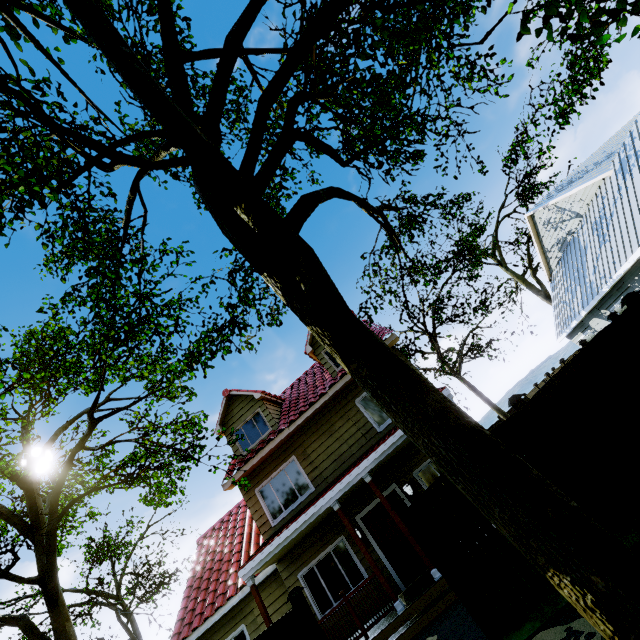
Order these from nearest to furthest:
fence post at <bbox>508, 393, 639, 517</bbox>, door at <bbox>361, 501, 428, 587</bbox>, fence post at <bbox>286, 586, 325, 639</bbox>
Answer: Result:
1. fence post at <bbox>508, 393, 639, 517</bbox>
2. fence post at <bbox>286, 586, 325, 639</bbox>
3. door at <bbox>361, 501, 428, 587</bbox>

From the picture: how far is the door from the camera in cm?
945

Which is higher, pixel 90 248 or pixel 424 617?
pixel 90 248

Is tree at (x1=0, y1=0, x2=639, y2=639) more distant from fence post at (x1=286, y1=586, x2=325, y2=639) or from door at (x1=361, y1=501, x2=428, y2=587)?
fence post at (x1=286, y1=586, x2=325, y2=639)

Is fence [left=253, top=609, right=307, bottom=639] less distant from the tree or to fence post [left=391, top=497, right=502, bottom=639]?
fence post [left=391, top=497, right=502, bottom=639]

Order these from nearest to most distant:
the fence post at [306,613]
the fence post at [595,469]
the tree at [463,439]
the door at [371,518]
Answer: the tree at [463,439]
the fence post at [595,469]
the fence post at [306,613]
the door at [371,518]

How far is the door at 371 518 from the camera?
9.45m

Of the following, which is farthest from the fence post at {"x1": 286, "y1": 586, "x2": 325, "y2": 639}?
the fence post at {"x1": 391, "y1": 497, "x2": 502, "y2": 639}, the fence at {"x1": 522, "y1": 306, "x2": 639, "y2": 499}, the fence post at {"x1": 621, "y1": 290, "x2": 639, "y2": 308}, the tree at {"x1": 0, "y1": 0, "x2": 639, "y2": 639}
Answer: the fence post at {"x1": 621, "y1": 290, "x2": 639, "y2": 308}
